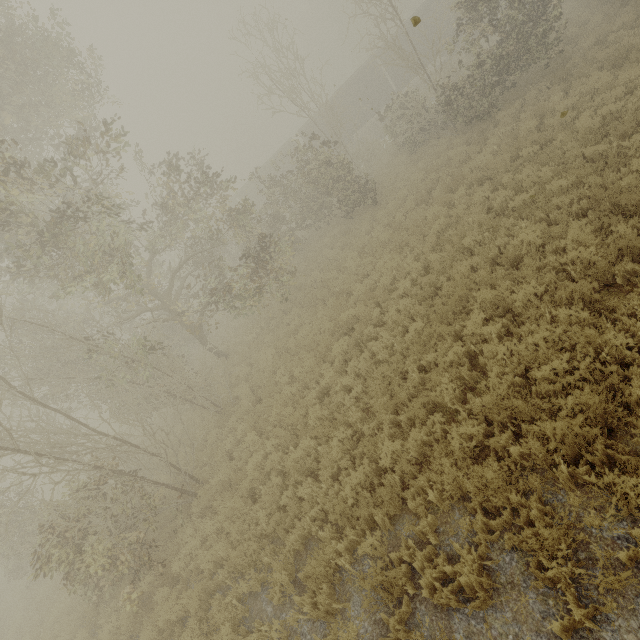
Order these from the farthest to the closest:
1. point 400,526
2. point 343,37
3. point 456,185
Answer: point 343,37 → point 456,185 → point 400,526

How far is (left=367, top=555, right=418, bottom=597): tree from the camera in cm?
466

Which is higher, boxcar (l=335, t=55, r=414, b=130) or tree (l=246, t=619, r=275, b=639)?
boxcar (l=335, t=55, r=414, b=130)

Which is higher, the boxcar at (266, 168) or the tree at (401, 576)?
the boxcar at (266, 168)

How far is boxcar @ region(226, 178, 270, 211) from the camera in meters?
34.2

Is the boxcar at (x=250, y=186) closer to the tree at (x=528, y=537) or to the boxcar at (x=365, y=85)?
the boxcar at (x=365, y=85)

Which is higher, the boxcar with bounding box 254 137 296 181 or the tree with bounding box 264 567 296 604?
the boxcar with bounding box 254 137 296 181
